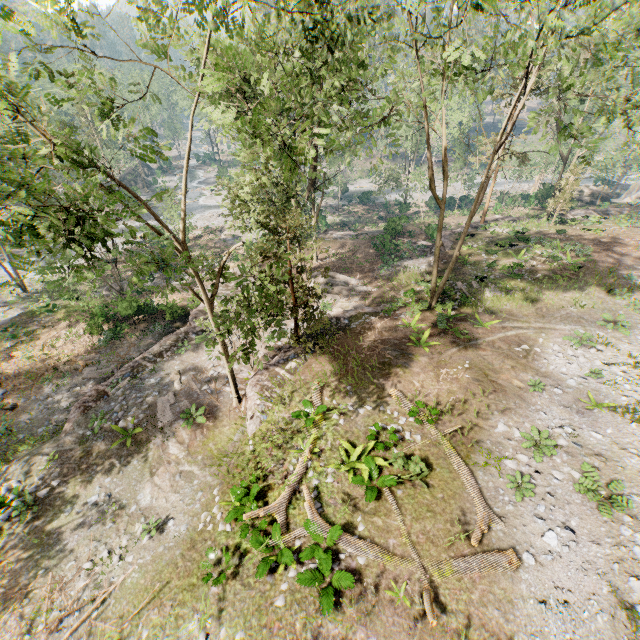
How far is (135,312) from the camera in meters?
26.0

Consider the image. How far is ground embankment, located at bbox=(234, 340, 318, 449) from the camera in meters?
15.1 m

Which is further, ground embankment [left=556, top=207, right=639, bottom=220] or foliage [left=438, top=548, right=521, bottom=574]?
ground embankment [left=556, top=207, right=639, bottom=220]

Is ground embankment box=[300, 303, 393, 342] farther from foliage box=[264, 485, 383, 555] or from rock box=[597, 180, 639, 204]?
rock box=[597, 180, 639, 204]

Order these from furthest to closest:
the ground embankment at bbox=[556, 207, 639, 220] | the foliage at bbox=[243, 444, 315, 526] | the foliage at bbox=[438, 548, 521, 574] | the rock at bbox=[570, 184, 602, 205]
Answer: the rock at bbox=[570, 184, 602, 205] < the ground embankment at bbox=[556, 207, 639, 220] < the foliage at bbox=[243, 444, 315, 526] < the foliage at bbox=[438, 548, 521, 574]

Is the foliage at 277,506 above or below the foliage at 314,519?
below

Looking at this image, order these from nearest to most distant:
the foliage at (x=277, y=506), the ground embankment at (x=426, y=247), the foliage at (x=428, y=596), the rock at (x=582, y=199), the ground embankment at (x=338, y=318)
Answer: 1. the foliage at (x=428, y=596)
2. the foliage at (x=277, y=506)
3. the ground embankment at (x=338, y=318)
4. the ground embankment at (x=426, y=247)
5. the rock at (x=582, y=199)

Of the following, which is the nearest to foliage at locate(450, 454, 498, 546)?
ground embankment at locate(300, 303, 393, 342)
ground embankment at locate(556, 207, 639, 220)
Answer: ground embankment at locate(300, 303, 393, 342)
